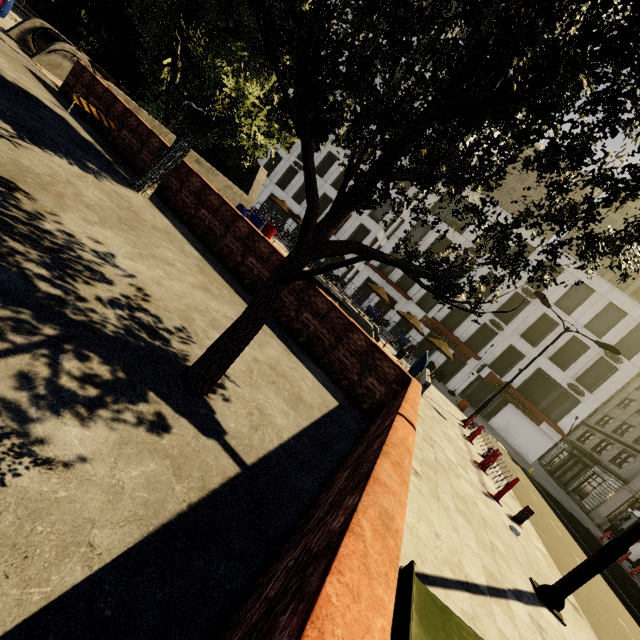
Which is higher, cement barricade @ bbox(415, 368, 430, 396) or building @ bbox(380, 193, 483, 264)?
building @ bbox(380, 193, 483, 264)

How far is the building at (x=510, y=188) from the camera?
31.2m

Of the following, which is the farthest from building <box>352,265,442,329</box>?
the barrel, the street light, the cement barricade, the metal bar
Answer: the street light

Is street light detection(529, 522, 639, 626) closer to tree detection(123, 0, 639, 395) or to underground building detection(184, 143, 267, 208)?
tree detection(123, 0, 639, 395)

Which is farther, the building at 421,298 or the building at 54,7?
the building at 421,298

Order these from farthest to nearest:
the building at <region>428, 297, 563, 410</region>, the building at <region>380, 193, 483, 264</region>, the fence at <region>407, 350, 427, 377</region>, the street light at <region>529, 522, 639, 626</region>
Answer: the building at <region>380, 193, 483, 264</region>
the building at <region>428, 297, 563, 410</region>
the fence at <region>407, 350, 427, 377</region>
the street light at <region>529, 522, 639, 626</region>

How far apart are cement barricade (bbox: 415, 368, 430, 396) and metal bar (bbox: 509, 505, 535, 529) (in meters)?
4.80

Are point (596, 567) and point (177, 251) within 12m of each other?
yes
